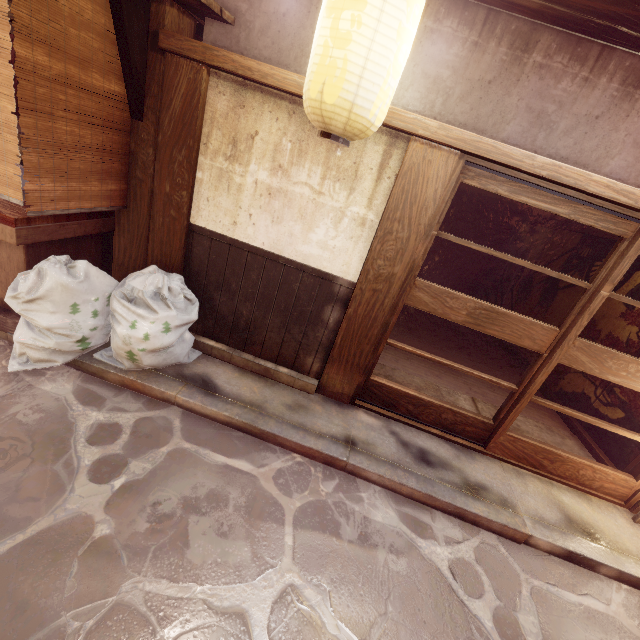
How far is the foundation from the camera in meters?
6.2 m

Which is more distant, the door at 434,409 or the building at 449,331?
the building at 449,331

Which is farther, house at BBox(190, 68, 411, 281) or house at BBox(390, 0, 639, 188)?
house at BBox(190, 68, 411, 281)

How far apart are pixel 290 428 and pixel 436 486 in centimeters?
284cm

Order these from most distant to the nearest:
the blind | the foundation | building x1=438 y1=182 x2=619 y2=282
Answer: building x1=438 y1=182 x2=619 y2=282, the foundation, the blind

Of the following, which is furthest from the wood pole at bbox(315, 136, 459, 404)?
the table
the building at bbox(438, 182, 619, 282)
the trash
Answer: the table

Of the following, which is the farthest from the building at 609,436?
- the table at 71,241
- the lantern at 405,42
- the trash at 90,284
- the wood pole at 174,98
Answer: the table at 71,241

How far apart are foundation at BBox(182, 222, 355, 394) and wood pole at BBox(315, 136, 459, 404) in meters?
0.0
